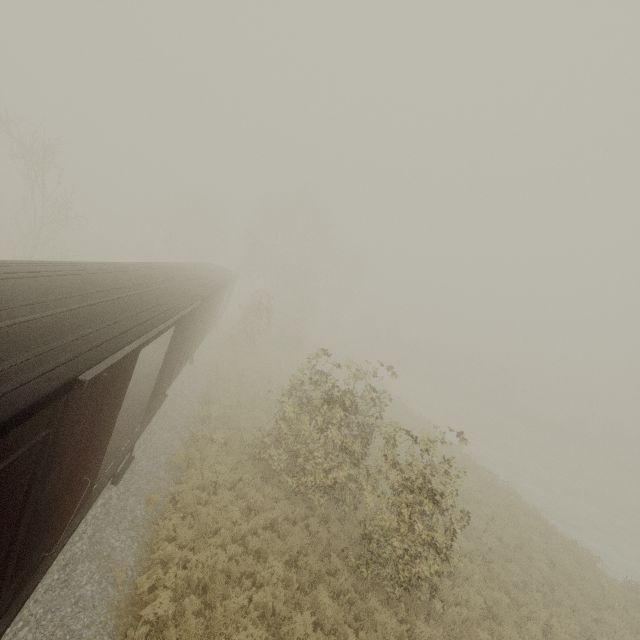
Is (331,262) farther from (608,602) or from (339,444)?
(608,602)
